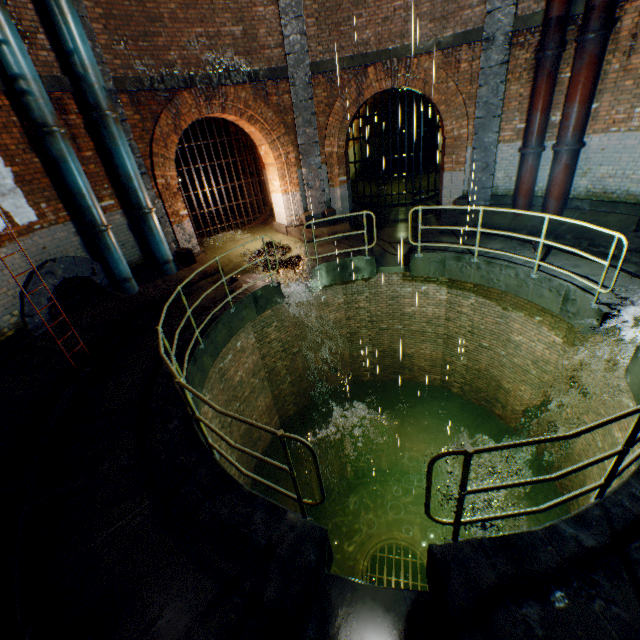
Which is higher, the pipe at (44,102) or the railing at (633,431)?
the pipe at (44,102)

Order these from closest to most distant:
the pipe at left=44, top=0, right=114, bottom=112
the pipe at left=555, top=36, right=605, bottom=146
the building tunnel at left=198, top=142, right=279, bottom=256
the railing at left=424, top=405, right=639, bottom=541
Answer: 1. the railing at left=424, top=405, right=639, bottom=541
2. the pipe at left=44, top=0, right=114, bottom=112
3. the pipe at left=555, top=36, right=605, bottom=146
4. the building tunnel at left=198, top=142, right=279, bottom=256

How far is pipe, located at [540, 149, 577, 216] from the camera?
8.09m

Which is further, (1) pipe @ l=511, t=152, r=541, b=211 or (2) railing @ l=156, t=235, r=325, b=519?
(1) pipe @ l=511, t=152, r=541, b=211

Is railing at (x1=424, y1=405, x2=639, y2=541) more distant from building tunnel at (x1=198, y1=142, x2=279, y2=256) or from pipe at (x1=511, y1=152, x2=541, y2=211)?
building tunnel at (x1=198, y1=142, x2=279, y2=256)

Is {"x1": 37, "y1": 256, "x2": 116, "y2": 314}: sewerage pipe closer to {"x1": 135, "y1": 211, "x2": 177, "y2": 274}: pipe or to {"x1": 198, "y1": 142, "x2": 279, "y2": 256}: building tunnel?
{"x1": 135, "y1": 211, "x2": 177, "y2": 274}: pipe

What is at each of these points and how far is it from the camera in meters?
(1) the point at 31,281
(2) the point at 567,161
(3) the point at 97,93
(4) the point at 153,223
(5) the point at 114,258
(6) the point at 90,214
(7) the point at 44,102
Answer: (1) sewerage pipe, 6.4
(2) pipe, 8.1
(3) pipe, 7.0
(4) pipe, 8.5
(5) pipe, 7.8
(6) pipe, 7.2
(7) pipe, 6.2

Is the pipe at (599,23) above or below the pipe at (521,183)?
above
